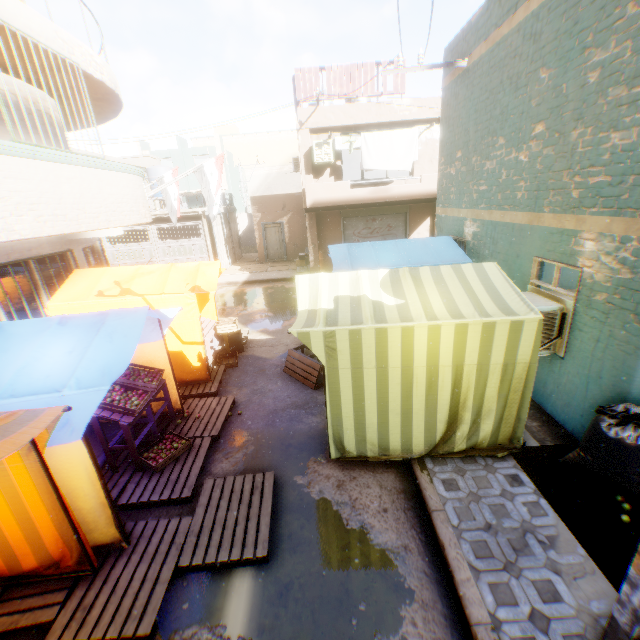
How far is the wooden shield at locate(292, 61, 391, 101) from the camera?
12.9m

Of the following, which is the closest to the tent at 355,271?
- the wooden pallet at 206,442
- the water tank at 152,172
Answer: the wooden pallet at 206,442

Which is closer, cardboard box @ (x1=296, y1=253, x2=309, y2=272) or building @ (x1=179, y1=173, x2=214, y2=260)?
cardboard box @ (x1=296, y1=253, x2=309, y2=272)

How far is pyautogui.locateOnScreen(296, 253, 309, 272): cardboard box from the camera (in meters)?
17.28

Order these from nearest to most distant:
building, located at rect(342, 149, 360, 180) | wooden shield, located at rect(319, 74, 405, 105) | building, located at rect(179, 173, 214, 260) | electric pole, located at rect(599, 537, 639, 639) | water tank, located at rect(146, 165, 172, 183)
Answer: electric pole, located at rect(599, 537, 639, 639)
wooden shield, located at rect(319, 74, 405, 105)
building, located at rect(179, 173, 214, 260)
water tank, located at rect(146, 165, 172, 183)
building, located at rect(342, 149, 360, 180)

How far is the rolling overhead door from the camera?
15.84m

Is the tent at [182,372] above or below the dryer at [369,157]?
below

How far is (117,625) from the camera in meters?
3.1 m
